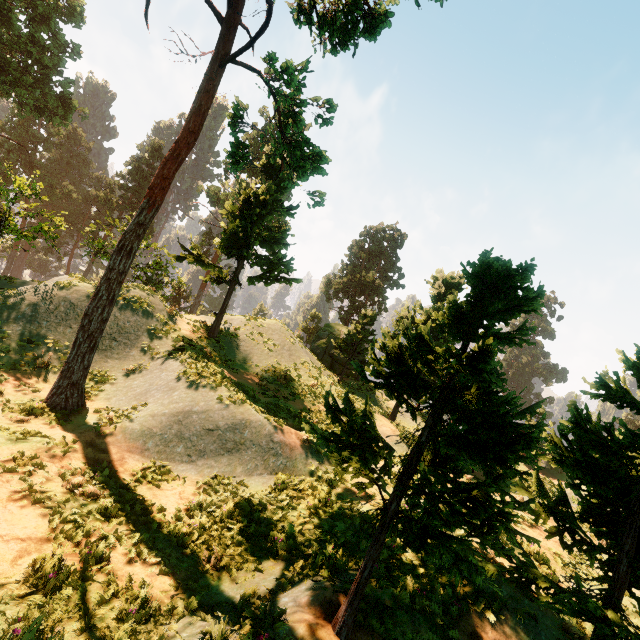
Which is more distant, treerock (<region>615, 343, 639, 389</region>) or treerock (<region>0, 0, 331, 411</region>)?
treerock (<region>0, 0, 331, 411</region>)

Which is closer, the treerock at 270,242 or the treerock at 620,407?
the treerock at 620,407

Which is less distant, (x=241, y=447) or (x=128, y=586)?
(x=128, y=586)
